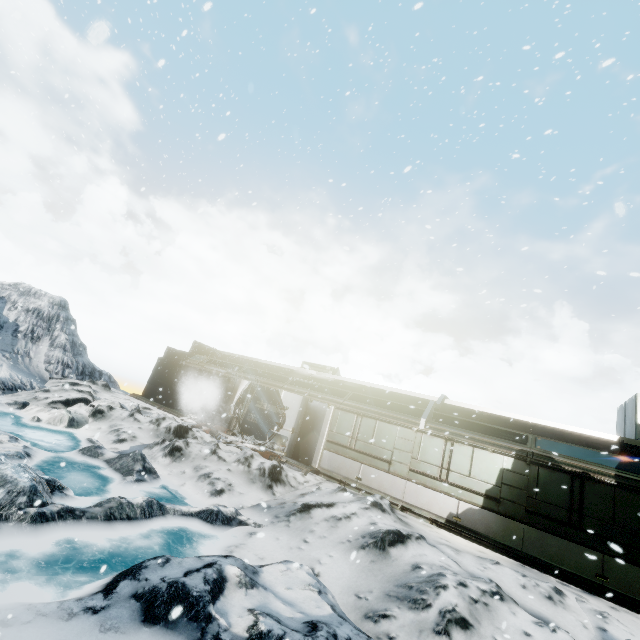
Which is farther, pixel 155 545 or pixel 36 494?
pixel 155 545
